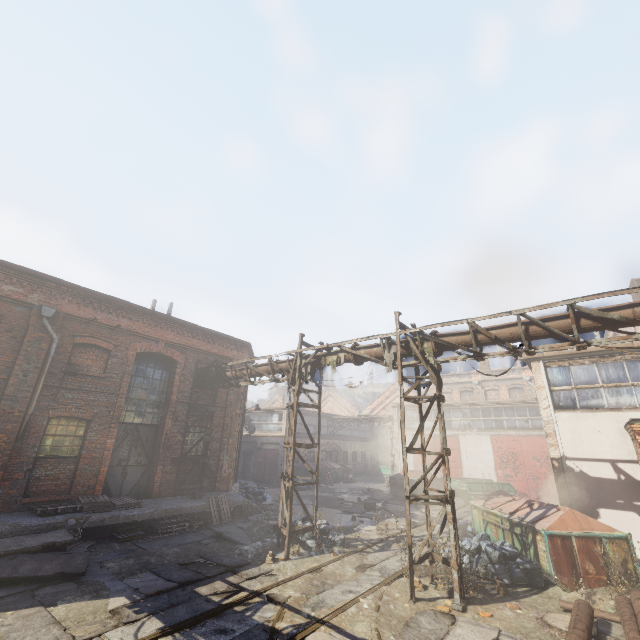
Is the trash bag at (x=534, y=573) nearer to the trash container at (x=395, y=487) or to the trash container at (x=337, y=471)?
the trash container at (x=395, y=487)

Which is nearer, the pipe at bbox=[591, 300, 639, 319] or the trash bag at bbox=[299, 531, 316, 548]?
the pipe at bbox=[591, 300, 639, 319]

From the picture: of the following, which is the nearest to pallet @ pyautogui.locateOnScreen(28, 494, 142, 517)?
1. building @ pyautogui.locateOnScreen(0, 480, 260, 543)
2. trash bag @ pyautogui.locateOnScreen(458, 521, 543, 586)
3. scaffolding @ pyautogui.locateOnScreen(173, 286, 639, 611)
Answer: building @ pyautogui.locateOnScreen(0, 480, 260, 543)

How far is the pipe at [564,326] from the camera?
7.3m

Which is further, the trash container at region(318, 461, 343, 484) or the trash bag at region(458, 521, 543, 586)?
the trash container at region(318, 461, 343, 484)

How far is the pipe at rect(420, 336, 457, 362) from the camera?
8.9 meters

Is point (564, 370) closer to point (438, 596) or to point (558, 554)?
point (558, 554)

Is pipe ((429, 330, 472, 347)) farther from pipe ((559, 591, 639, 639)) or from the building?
pipe ((559, 591, 639, 639))
